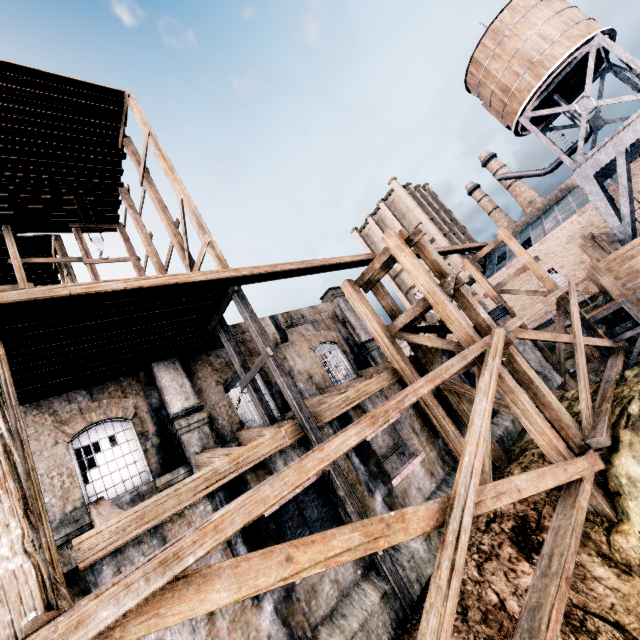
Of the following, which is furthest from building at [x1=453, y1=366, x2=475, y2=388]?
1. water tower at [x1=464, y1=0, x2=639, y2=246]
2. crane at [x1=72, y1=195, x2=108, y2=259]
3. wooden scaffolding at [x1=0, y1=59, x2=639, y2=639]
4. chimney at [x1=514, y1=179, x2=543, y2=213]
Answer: chimney at [x1=514, y1=179, x2=543, y2=213]

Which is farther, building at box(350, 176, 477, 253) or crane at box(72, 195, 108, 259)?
building at box(350, 176, 477, 253)

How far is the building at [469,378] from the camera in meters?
16.8 m

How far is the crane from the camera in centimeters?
1681cm

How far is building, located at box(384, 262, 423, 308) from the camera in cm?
5208

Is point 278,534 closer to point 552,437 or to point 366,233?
point 552,437

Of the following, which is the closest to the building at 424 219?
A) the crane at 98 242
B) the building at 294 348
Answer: the building at 294 348

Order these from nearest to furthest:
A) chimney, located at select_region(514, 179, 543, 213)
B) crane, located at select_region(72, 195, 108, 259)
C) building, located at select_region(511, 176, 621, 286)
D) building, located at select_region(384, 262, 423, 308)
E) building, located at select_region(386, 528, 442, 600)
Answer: building, located at select_region(386, 528, 442, 600) < crane, located at select_region(72, 195, 108, 259) < building, located at select_region(511, 176, 621, 286) < building, located at select_region(384, 262, 423, 308) < chimney, located at select_region(514, 179, 543, 213)
